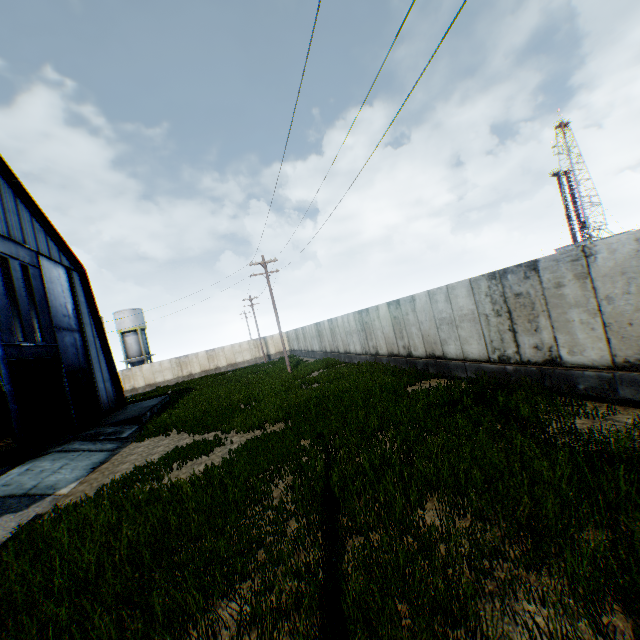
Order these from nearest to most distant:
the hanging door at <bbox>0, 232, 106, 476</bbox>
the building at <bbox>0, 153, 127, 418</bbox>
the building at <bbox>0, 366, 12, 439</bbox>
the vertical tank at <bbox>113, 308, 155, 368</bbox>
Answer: the hanging door at <bbox>0, 232, 106, 476</bbox>
the building at <bbox>0, 153, 127, 418</bbox>
the building at <bbox>0, 366, 12, 439</bbox>
the vertical tank at <bbox>113, 308, 155, 368</bbox>

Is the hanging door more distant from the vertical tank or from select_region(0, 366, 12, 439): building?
the vertical tank

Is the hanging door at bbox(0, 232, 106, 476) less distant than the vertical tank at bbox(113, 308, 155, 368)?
Yes

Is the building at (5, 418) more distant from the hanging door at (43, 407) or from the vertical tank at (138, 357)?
the vertical tank at (138, 357)

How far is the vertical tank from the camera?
48.9 meters

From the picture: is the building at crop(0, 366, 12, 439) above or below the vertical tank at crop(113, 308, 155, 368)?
below

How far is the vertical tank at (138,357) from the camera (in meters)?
48.91

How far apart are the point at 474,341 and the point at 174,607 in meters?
10.7 m
